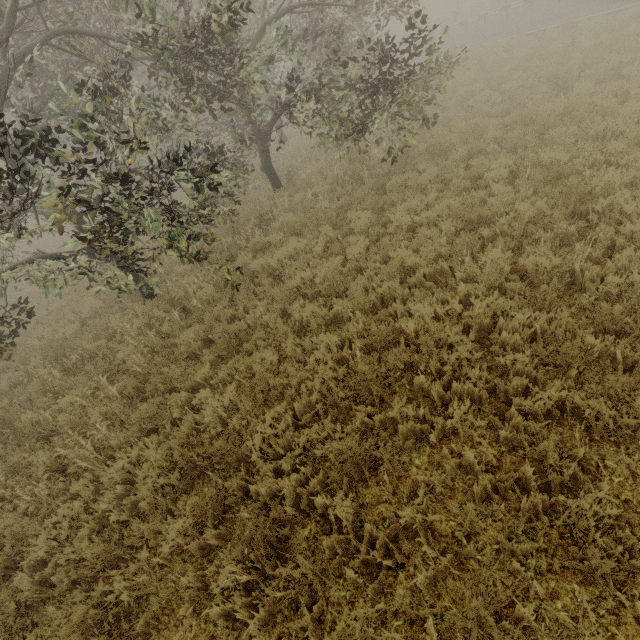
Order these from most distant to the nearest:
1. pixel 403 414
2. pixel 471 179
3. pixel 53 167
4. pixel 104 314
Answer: pixel 53 167 → pixel 104 314 → pixel 471 179 → pixel 403 414

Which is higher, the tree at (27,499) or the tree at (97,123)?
the tree at (97,123)

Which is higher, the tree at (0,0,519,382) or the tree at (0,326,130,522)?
the tree at (0,0,519,382)
